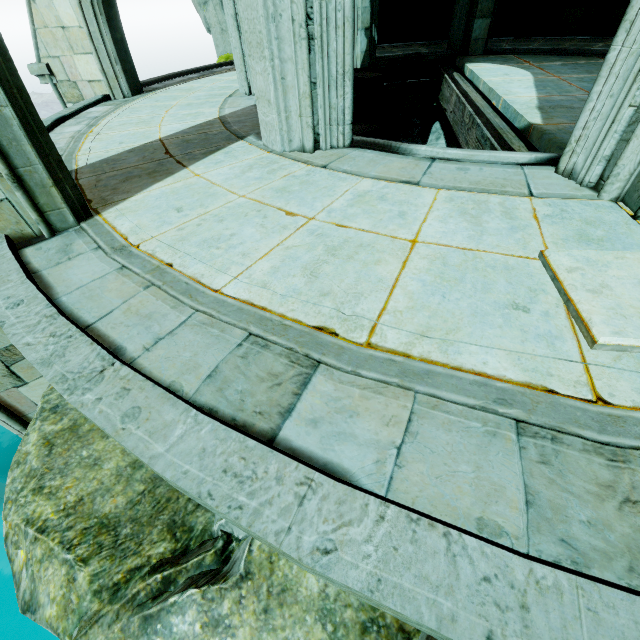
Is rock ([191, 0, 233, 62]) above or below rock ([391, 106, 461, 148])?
above

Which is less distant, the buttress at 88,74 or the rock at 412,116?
the buttress at 88,74

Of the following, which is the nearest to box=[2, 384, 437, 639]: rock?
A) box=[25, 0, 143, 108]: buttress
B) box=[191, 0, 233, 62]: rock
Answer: box=[191, 0, 233, 62]: rock

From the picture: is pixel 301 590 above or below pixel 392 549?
below

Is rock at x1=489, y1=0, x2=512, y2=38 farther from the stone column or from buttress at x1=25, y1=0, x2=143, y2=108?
the stone column

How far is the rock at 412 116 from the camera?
9.0 meters

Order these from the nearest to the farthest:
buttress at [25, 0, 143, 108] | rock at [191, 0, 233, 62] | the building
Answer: the building < buttress at [25, 0, 143, 108] < rock at [191, 0, 233, 62]

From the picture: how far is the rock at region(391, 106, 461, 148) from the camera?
8.95m
